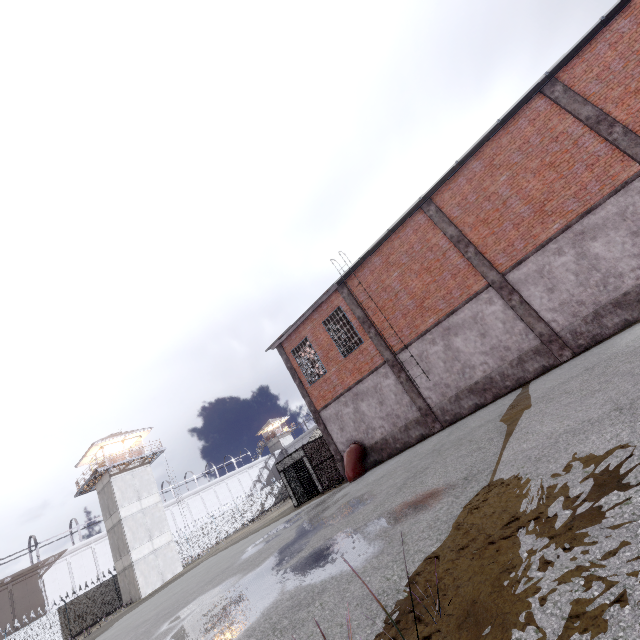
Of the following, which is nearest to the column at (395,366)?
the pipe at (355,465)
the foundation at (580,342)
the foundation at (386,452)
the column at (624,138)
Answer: the foundation at (386,452)

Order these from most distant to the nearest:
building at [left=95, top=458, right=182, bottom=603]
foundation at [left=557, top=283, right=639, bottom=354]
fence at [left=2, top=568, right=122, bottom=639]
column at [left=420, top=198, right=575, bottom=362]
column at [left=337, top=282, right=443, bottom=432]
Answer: building at [left=95, top=458, right=182, bottom=603] → fence at [left=2, top=568, right=122, bottom=639] → column at [left=337, top=282, right=443, bottom=432] → column at [left=420, top=198, right=575, bottom=362] → foundation at [left=557, top=283, right=639, bottom=354]

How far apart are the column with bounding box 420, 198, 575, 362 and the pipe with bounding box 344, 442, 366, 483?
9.7m

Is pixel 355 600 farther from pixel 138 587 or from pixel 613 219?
pixel 138 587

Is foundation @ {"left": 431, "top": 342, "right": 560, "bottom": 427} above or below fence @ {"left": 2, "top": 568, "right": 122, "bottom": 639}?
below

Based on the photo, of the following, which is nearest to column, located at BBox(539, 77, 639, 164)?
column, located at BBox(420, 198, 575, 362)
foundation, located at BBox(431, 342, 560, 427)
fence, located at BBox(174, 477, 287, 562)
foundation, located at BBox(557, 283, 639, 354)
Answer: foundation, located at BBox(557, 283, 639, 354)

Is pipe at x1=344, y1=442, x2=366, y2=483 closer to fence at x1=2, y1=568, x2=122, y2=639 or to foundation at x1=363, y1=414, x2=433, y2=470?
foundation at x1=363, y1=414, x2=433, y2=470

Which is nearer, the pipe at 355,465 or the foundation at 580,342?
the foundation at 580,342
